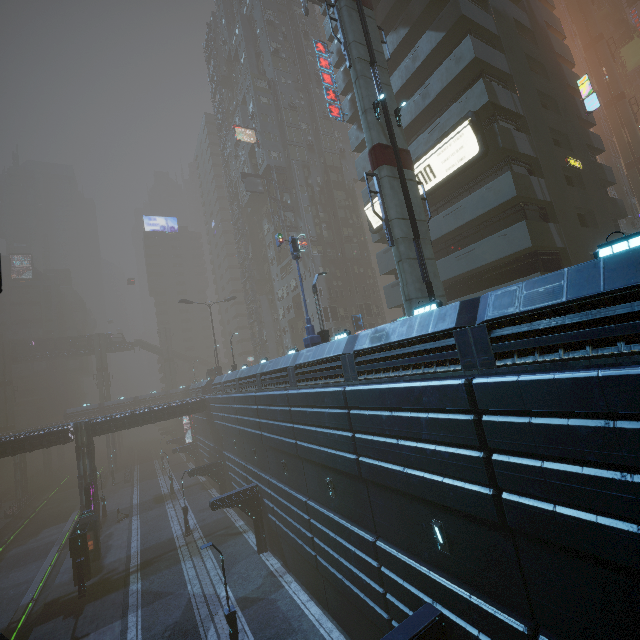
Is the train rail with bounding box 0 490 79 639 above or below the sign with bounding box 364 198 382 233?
below

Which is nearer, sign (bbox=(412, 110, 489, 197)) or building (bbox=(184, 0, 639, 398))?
building (bbox=(184, 0, 639, 398))

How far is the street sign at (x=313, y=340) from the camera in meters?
18.4

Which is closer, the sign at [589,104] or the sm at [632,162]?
the sign at [589,104]

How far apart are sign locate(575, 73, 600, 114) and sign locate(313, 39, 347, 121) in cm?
2038

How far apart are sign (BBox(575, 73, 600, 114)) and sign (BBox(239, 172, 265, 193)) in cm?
3570

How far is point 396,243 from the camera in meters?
13.9

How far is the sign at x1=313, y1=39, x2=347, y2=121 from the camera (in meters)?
28.77
